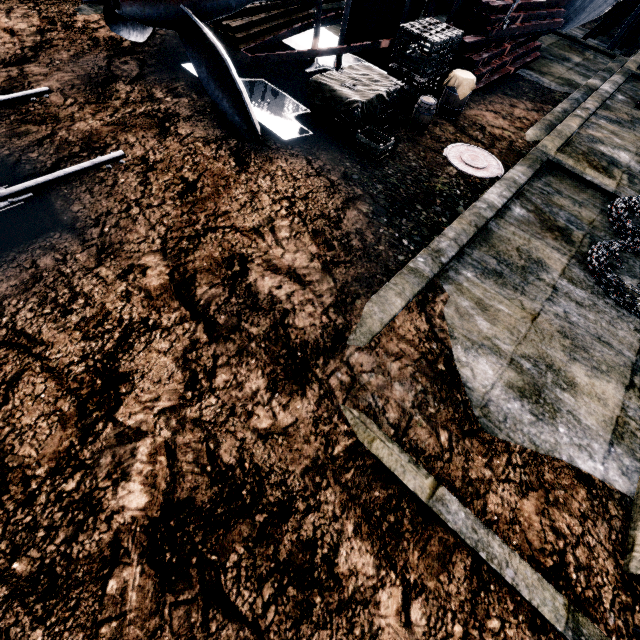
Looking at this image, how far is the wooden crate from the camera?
7.9m

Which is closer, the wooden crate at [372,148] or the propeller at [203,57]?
the propeller at [203,57]

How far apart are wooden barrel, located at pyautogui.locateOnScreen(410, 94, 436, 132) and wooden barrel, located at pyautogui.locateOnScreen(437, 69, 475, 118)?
1.2m

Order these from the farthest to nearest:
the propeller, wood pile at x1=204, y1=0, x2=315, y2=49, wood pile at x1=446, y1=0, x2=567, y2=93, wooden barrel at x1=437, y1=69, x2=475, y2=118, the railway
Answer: wood pile at x1=446, y1=0, x2=567, y2=93
wood pile at x1=204, y1=0, x2=315, y2=49
wooden barrel at x1=437, y1=69, x2=475, y2=118
the propeller
the railway

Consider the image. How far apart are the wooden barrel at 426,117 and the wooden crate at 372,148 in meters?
1.9 m

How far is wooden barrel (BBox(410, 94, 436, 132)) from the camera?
9.0 meters

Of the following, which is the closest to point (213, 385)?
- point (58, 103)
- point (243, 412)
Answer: point (243, 412)

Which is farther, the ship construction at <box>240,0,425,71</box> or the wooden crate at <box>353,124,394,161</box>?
the ship construction at <box>240,0,425,71</box>
